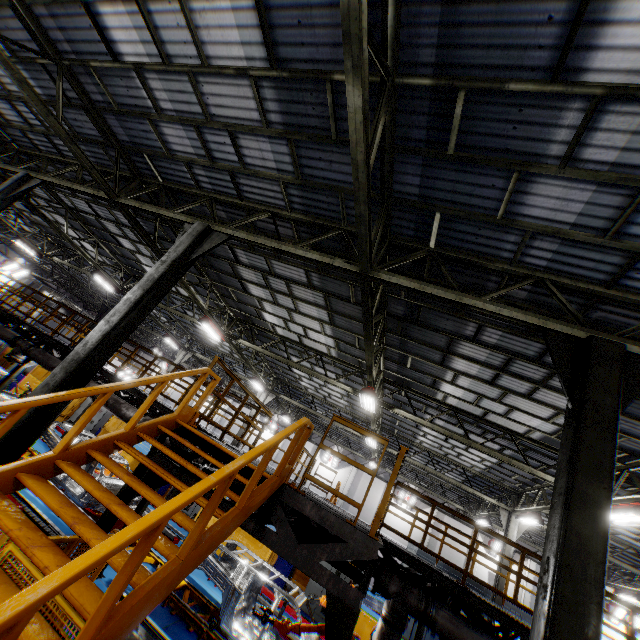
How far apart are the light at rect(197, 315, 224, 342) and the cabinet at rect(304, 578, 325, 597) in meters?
10.8

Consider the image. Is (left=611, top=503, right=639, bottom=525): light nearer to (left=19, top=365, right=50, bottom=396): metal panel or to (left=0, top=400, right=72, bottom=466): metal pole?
(left=19, top=365, right=50, bottom=396): metal panel

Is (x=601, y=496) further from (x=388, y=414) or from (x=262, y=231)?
(x=388, y=414)

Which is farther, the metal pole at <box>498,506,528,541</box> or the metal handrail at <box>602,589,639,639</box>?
the metal pole at <box>498,506,528,541</box>

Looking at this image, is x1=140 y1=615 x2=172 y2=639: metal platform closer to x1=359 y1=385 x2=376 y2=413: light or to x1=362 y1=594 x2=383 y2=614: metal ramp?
x1=359 y1=385 x2=376 y2=413: light

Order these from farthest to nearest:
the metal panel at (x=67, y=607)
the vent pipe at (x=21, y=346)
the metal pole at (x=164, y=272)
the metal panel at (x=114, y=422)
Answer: the metal panel at (x=114, y=422) → the vent pipe at (x=21, y=346) → the metal pole at (x=164, y=272) → the metal panel at (x=67, y=607)

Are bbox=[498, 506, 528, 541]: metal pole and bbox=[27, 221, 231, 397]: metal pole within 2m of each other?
no

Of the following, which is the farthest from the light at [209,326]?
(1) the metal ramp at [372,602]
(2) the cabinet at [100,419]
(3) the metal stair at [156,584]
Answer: (1) the metal ramp at [372,602]
